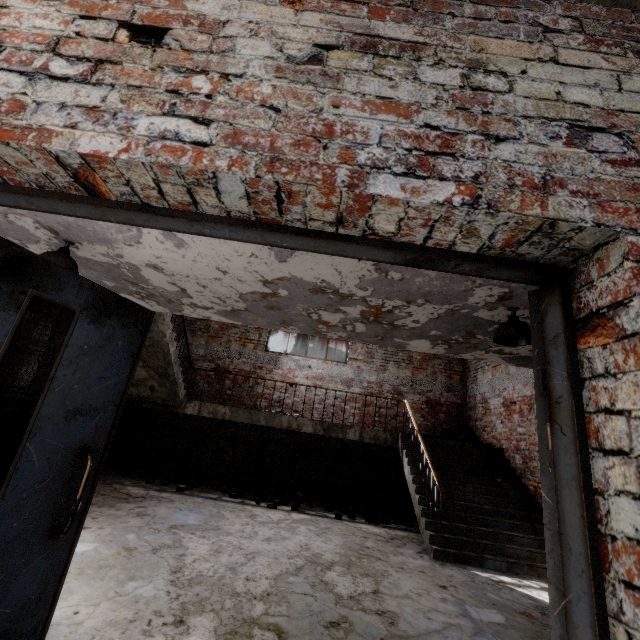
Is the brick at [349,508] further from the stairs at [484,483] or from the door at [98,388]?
the door at [98,388]

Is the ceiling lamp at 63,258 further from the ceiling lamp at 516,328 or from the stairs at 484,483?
the ceiling lamp at 516,328

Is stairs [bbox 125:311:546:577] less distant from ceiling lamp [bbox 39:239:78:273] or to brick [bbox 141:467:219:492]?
brick [bbox 141:467:219:492]

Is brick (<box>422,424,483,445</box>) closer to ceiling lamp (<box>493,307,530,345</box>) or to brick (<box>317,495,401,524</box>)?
brick (<box>317,495,401,524</box>)

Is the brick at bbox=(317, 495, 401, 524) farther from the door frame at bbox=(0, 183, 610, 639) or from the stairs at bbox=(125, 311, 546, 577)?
the door frame at bbox=(0, 183, 610, 639)

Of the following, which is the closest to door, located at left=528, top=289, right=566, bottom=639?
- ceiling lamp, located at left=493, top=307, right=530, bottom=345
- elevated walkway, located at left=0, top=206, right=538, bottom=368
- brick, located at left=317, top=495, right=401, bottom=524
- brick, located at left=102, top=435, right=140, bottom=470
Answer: elevated walkway, located at left=0, top=206, right=538, bottom=368

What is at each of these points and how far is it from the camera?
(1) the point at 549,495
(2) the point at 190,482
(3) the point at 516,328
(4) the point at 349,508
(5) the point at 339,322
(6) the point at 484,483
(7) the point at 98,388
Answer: (1) door, 1.0m
(2) brick, 6.9m
(3) ceiling lamp, 3.4m
(4) brick, 6.5m
(5) elevated walkway, 5.0m
(6) stairs, 6.5m
(7) door, 1.8m

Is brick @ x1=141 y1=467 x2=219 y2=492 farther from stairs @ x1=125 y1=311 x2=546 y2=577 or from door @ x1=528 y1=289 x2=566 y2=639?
door @ x1=528 y1=289 x2=566 y2=639
